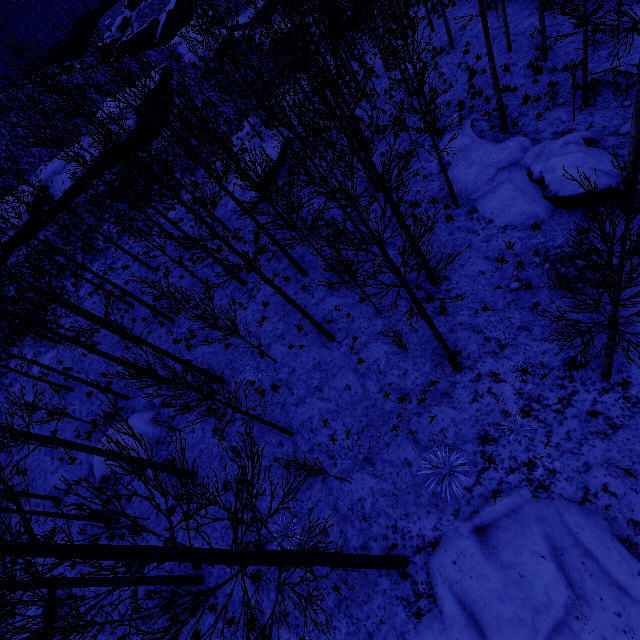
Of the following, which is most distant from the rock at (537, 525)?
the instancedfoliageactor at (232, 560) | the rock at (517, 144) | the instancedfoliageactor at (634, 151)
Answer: the rock at (517, 144)

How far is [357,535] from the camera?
8.60m

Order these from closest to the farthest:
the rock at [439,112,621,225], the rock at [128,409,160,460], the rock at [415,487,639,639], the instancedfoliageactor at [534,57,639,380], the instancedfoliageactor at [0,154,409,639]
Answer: the instancedfoliageactor at [0,154,409,639] < the instancedfoliageactor at [534,57,639,380] < the rock at [415,487,639,639] < the rock at [439,112,621,225] < the rock at [128,409,160,460]

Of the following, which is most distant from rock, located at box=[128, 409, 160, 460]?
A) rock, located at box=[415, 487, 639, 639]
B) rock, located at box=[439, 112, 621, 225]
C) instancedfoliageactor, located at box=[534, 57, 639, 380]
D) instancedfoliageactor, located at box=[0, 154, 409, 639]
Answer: rock, located at box=[439, 112, 621, 225]

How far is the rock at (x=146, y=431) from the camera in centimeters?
1342cm

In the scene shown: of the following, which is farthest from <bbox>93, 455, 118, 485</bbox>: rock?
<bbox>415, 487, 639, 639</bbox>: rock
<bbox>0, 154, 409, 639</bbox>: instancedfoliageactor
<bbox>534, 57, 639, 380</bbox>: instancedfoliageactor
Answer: <bbox>534, 57, 639, 380</bbox>: instancedfoliageactor

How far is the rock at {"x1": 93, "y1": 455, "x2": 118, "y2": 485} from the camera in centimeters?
1362cm

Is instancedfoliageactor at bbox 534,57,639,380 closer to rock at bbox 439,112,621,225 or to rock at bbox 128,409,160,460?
rock at bbox 439,112,621,225
